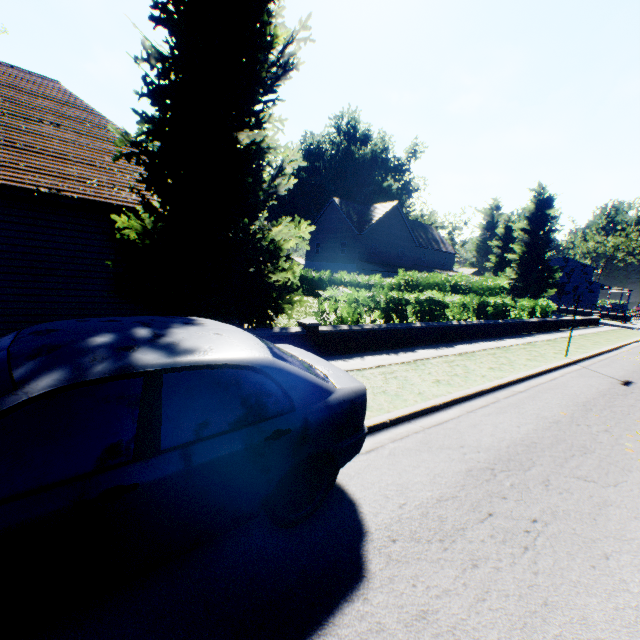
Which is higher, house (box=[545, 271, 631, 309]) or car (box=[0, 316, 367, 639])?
house (box=[545, 271, 631, 309])

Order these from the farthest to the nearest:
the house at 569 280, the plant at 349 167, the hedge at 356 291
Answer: the house at 569 280, the plant at 349 167, the hedge at 356 291

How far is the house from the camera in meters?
55.2 m

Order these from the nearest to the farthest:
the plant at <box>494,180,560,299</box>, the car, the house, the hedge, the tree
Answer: the car, the tree, the hedge, the plant at <box>494,180,560,299</box>, the house

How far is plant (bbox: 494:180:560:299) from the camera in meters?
40.3

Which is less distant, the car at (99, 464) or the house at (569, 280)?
the car at (99, 464)

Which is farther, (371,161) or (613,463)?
(371,161)

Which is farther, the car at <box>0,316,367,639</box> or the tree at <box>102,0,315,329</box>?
the tree at <box>102,0,315,329</box>
